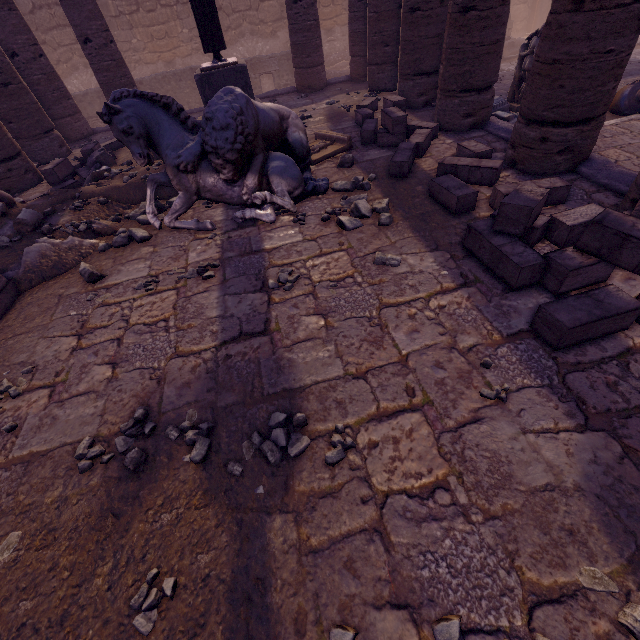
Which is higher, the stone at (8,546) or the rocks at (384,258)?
the rocks at (384,258)

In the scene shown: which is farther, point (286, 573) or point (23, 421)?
point (23, 421)

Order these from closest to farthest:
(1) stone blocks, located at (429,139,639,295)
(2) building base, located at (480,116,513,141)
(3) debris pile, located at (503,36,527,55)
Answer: (1) stone blocks, located at (429,139,639,295) < (2) building base, located at (480,116,513,141) < (3) debris pile, located at (503,36,527,55)

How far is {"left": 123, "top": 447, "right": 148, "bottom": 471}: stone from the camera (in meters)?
2.38

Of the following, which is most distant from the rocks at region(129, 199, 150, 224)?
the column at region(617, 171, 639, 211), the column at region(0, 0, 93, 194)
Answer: the column at region(617, 171, 639, 211)

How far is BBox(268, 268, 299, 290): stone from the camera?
3.7m

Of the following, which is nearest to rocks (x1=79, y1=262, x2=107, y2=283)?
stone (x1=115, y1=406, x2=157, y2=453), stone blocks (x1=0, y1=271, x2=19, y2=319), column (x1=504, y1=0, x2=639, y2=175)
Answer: stone blocks (x1=0, y1=271, x2=19, y2=319)

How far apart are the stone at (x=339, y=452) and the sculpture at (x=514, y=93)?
10.6m
